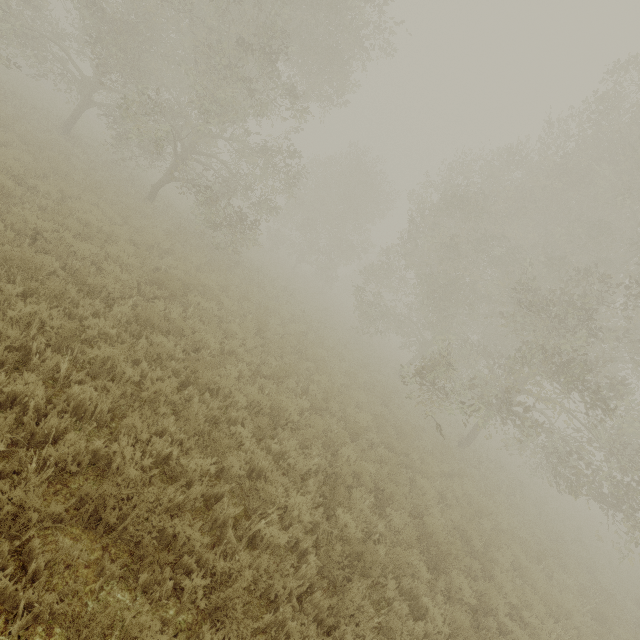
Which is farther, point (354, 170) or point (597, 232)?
point (354, 170)
